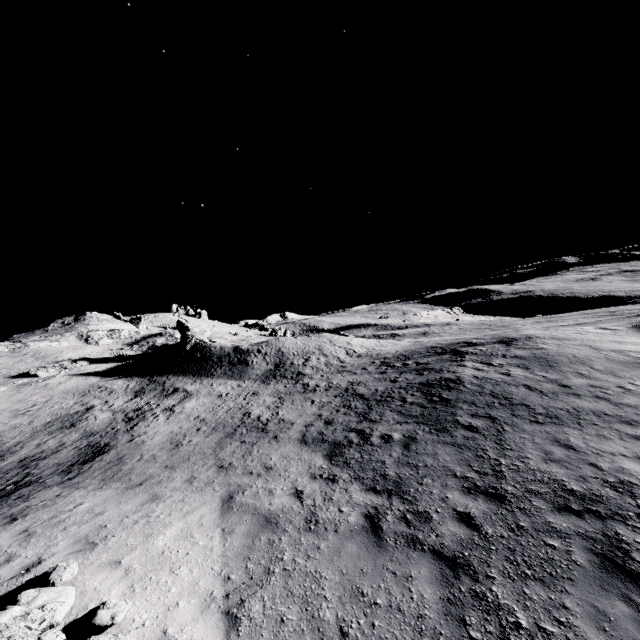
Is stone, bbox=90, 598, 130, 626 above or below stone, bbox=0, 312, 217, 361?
below

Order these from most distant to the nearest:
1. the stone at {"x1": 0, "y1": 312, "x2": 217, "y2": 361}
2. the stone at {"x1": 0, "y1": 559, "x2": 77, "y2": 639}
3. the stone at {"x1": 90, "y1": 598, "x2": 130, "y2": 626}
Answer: the stone at {"x1": 0, "y1": 312, "x2": 217, "y2": 361}
the stone at {"x1": 90, "y1": 598, "x2": 130, "y2": 626}
the stone at {"x1": 0, "y1": 559, "x2": 77, "y2": 639}

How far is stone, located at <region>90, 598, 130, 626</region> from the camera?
5.1 meters

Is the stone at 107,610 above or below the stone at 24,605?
below

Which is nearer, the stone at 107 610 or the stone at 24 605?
the stone at 24 605

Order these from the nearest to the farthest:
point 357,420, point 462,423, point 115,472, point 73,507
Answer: point 73,507
point 462,423
point 115,472
point 357,420

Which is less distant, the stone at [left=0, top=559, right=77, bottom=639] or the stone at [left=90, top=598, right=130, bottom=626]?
the stone at [left=0, top=559, right=77, bottom=639]

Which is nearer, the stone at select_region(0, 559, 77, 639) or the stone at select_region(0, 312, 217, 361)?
the stone at select_region(0, 559, 77, 639)
